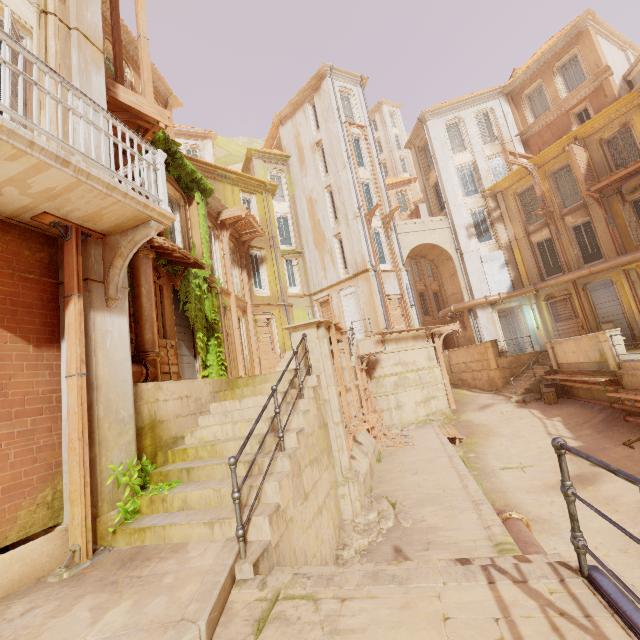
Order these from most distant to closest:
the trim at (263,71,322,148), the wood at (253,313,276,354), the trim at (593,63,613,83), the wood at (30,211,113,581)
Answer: the trim at (263,71,322,148) → the trim at (593,63,613,83) → the wood at (253,313,276,354) → the wood at (30,211,113,581)

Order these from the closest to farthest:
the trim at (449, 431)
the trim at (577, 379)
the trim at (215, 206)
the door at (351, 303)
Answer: the trim at (577, 379), the trim at (449, 431), the trim at (215, 206), the door at (351, 303)

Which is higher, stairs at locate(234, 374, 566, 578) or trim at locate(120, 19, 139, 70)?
trim at locate(120, 19, 139, 70)

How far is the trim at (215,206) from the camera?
15.3 meters

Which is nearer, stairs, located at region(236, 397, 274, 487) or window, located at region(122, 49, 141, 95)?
stairs, located at region(236, 397, 274, 487)

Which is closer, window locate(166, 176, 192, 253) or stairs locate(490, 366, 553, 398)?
window locate(166, 176, 192, 253)

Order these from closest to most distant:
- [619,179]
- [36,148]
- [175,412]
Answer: [36,148] → [175,412] → [619,179]

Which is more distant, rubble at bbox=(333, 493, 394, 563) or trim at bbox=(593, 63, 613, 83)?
trim at bbox=(593, 63, 613, 83)
